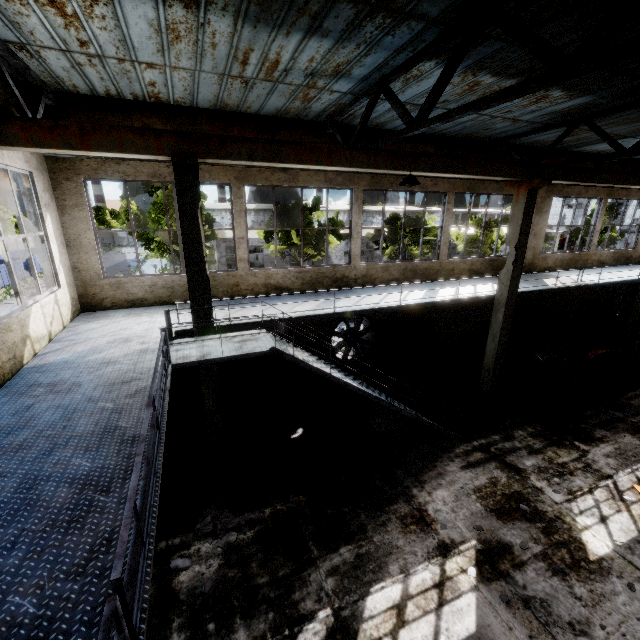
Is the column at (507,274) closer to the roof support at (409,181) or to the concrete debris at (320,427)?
the concrete debris at (320,427)

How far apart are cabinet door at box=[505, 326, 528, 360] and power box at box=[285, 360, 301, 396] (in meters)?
10.42

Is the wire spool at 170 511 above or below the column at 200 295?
below

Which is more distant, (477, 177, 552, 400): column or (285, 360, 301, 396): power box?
(285, 360, 301, 396): power box

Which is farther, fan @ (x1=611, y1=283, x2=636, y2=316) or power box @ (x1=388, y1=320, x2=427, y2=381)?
fan @ (x1=611, y1=283, x2=636, y2=316)

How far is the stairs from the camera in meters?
6.3 m

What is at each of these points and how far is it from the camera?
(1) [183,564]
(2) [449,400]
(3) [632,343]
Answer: (1) concrete debris, 6.5 meters
(2) concrete debris, 11.8 meters
(3) column, 15.1 meters

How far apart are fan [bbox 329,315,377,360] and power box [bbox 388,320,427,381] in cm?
52
